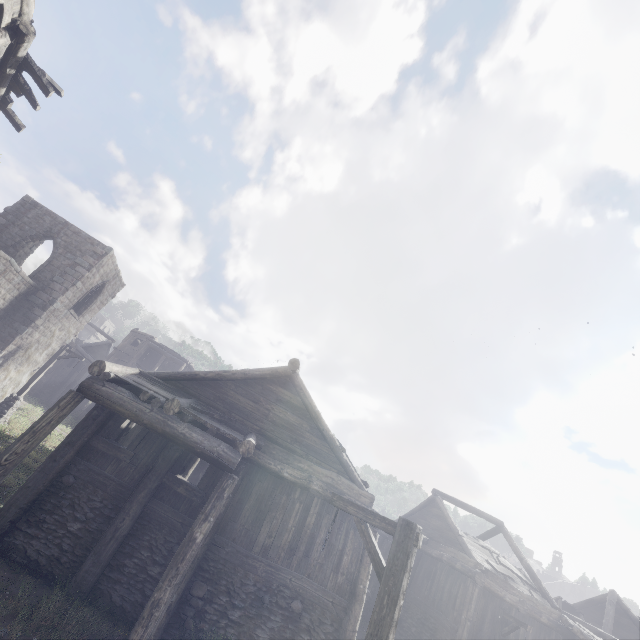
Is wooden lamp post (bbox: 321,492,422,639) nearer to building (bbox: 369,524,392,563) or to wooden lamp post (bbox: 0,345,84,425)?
building (bbox: 369,524,392,563)

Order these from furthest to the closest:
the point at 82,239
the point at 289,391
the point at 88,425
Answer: the point at 82,239 < the point at 289,391 < the point at 88,425

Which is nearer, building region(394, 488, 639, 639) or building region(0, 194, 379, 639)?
building region(0, 194, 379, 639)

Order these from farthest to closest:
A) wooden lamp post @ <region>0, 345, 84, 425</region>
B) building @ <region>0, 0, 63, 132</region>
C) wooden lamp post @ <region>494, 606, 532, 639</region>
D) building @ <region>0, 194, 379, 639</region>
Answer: wooden lamp post @ <region>0, 345, 84, 425</region> → wooden lamp post @ <region>494, 606, 532, 639</region> → building @ <region>0, 194, 379, 639</region> → building @ <region>0, 0, 63, 132</region>

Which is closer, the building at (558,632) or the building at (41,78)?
the building at (41,78)

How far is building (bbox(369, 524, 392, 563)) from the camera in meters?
10.2 m

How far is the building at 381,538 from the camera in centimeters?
1016cm

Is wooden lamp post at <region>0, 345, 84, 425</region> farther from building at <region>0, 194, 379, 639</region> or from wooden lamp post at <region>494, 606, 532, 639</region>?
wooden lamp post at <region>494, 606, 532, 639</region>
